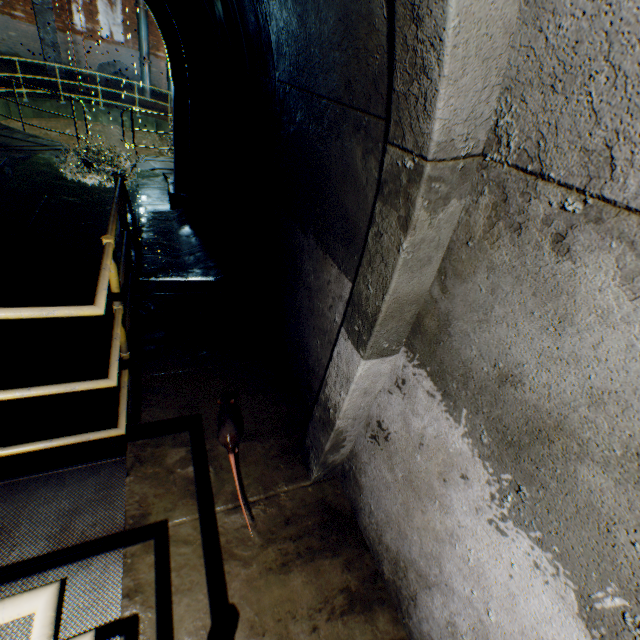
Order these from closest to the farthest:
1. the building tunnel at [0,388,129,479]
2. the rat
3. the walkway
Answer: the walkway, the rat, the building tunnel at [0,388,129,479]

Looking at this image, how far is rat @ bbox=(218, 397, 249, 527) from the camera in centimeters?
218cm

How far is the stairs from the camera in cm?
370

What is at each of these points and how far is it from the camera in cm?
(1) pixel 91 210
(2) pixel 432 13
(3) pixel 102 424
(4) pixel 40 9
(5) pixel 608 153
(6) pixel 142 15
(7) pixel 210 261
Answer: (1) building tunnel, 688
(2) wall archway, 85
(3) building tunnel, 331
(4) support column, 1375
(5) building tunnel, 78
(6) pipe, 1506
(7) building tunnel, 560

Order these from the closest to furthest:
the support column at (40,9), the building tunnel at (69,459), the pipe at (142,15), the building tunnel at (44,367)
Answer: the building tunnel at (69,459) → the building tunnel at (44,367) → the support column at (40,9) → the pipe at (142,15)

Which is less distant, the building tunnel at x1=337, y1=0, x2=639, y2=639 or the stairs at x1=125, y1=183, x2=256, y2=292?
the building tunnel at x1=337, y1=0, x2=639, y2=639

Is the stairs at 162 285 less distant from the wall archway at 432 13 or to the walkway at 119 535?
the walkway at 119 535

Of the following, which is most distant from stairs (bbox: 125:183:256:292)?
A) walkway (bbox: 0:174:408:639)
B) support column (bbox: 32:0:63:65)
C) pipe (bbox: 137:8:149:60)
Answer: pipe (bbox: 137:8:149:60)
